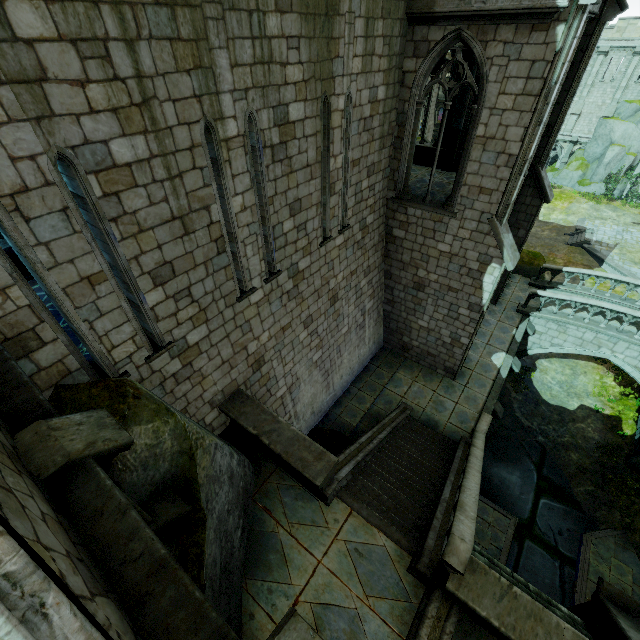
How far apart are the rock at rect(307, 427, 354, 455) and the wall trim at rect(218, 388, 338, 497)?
1.5m

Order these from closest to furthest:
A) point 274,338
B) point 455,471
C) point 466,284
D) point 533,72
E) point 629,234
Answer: point 533,72
point 274,338
point 455,471
point 466,284
point 629,234

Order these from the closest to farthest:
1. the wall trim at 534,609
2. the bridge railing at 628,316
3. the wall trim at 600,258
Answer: the wall trim at 534,609 → the bridge railing at 628,316 → the wall trim at 600,258

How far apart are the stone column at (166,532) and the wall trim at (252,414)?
2.5m

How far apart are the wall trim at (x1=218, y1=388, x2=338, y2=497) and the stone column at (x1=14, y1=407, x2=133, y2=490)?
2.52m

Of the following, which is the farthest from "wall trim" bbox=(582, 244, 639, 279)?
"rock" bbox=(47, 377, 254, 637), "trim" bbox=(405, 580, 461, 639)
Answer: "rock" bbox=(47, 377, 254, 637)

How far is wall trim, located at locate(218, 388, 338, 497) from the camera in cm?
691

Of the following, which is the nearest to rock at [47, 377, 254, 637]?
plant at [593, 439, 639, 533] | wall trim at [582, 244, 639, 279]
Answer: plant at [593, 439, 639, 533]
